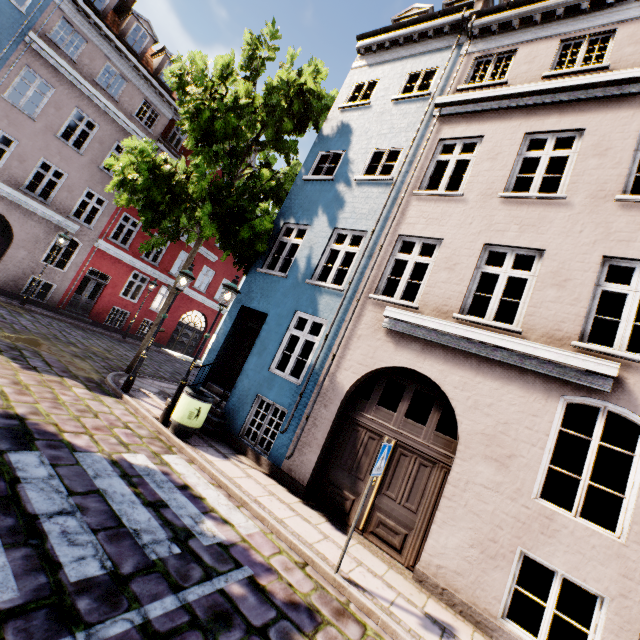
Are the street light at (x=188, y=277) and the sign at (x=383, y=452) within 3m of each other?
no

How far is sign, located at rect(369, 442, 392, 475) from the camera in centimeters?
461cm

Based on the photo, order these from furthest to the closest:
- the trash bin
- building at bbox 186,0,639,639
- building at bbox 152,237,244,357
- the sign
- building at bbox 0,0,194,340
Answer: building at bbox 152,237,244,357 < building at bbox 0,0,194,340 < the trash bin < building at bbox 186,0,639,639 < the sign

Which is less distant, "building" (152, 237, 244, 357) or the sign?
the sign

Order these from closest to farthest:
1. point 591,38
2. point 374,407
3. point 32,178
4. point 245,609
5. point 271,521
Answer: point 245,609, point 271,521, point 374,407, point 591,38, point 32,178

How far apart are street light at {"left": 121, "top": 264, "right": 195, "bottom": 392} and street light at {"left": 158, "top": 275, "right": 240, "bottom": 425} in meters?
1.5 m

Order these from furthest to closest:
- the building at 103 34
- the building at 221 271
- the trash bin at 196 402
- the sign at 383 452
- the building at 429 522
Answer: the building at 221 271 < the building at 103 34 < the trash bin at 196 402 < the building at 429 522 < the sign at 383 452

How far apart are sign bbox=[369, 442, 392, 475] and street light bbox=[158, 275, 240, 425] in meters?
4.9 m
